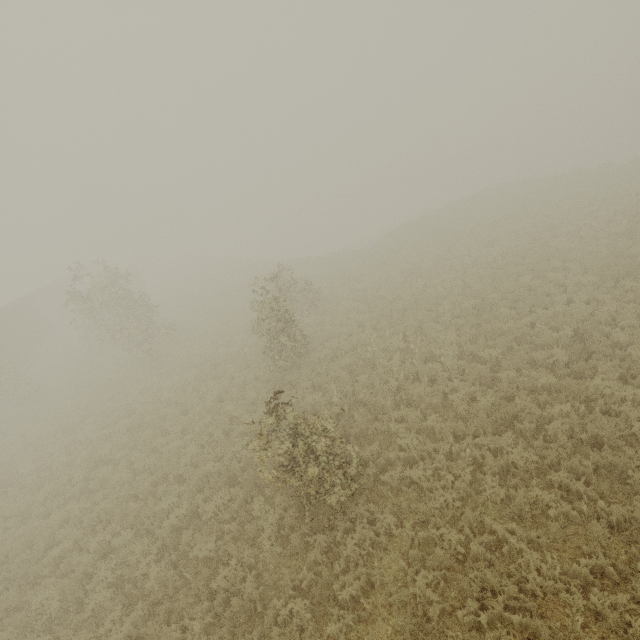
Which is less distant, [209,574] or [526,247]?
[209,574]
